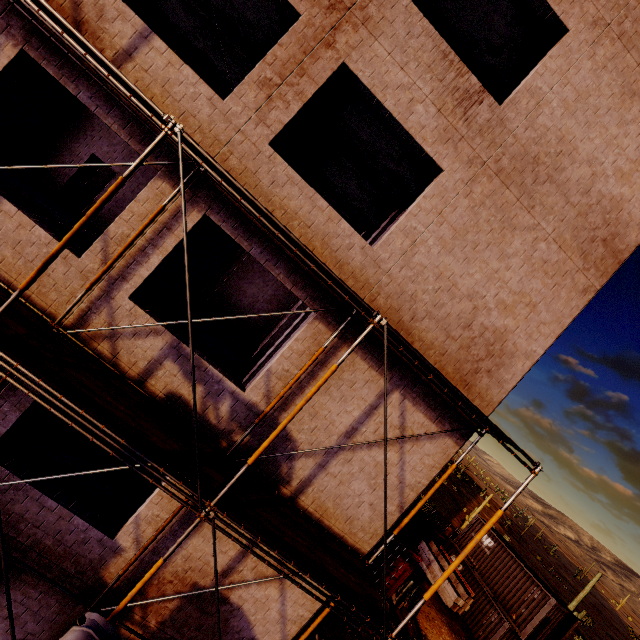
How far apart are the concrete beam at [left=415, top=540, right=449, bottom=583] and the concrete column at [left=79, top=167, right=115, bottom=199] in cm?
2935

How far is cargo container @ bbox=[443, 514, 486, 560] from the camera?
21.5m

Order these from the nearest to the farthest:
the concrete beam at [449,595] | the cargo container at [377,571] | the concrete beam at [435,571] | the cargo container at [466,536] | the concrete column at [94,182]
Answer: the cargo container at [377,571] → the concrete column at [94,182] → the concrete beam at [449,595] → the concrete beam at [435,571] → the cargo container at [466,536]

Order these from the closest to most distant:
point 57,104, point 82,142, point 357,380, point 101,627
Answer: point 101,627 → point 357,380 → point 57,104 → point 82,142

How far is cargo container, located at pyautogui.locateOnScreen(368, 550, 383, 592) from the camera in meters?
15.0 m

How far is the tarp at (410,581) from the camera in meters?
15.1

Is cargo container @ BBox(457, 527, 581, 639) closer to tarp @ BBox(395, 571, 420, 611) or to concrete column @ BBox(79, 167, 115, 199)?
tarp @ BBox(395, 571, 420, 611)

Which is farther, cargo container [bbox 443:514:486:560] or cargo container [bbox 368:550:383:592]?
cargo container [bbox 443:514:486:560]
